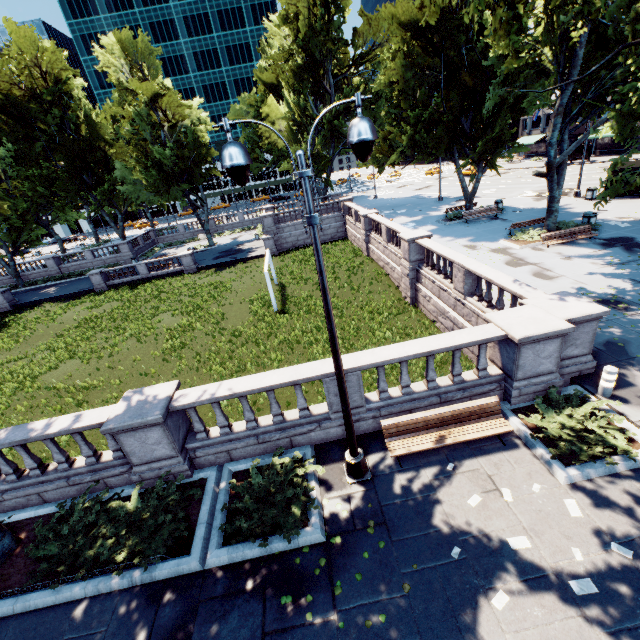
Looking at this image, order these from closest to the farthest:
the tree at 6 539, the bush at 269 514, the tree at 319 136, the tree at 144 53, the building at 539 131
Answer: the bush at 269 514, the tree at 6 539, the tree at 144 53, the tree at 319 136, the building at 539 131

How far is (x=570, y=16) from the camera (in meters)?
9.30

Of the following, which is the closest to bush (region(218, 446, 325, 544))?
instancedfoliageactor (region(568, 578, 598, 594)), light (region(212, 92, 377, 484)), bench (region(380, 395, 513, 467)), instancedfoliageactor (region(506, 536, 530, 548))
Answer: light (region(212, 92, 377, 484))

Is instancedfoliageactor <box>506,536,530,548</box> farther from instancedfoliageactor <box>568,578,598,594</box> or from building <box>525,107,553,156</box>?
building <box>525,107,553,156</box>

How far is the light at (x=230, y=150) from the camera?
4.48m

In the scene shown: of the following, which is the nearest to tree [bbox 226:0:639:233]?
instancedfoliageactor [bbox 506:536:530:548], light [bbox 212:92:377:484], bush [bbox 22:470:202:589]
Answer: bush [bbox 22:470:202:589]

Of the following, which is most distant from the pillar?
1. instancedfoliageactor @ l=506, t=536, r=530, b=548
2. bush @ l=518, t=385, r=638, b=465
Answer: instancedfoliageactor @ l=506, t=536, r=530, b=548

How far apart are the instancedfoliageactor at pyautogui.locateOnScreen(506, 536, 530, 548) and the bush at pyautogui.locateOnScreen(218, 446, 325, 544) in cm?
366
